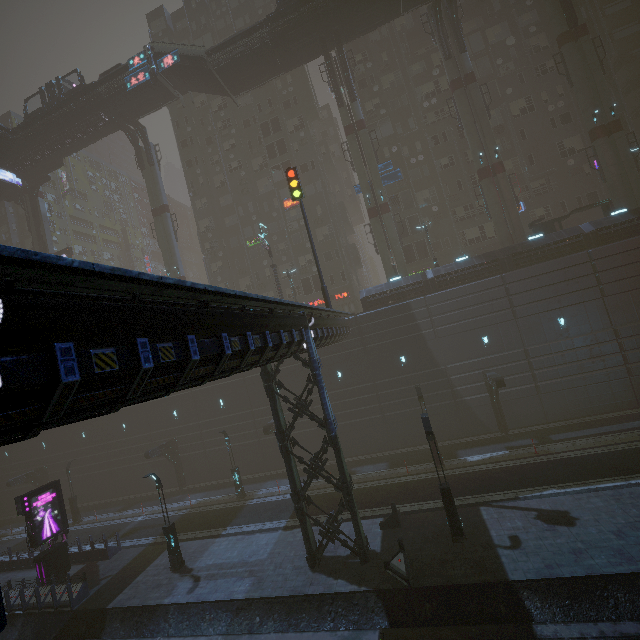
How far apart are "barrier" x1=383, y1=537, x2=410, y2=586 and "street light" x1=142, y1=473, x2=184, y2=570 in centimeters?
1187cm

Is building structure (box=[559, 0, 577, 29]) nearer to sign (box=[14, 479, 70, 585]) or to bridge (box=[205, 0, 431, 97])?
bridge (box=[205, 0, 431, 97])

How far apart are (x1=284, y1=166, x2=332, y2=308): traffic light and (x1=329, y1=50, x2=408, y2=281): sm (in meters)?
11.81

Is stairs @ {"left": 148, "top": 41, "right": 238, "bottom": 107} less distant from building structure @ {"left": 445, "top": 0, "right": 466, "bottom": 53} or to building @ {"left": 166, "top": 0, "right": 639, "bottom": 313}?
building @ {"left": 166, "top": 0, "right": 639, "bottom": 313}

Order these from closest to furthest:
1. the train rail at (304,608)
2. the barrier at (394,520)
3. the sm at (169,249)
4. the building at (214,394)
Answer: the building at (214,394)
the train rail at (304,608)
the barrier at (394,520)
the sm at (169,249)

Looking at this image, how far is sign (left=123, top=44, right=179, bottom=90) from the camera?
30.33m

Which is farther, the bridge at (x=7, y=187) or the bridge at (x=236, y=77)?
the bridge at (x=7, y=187)

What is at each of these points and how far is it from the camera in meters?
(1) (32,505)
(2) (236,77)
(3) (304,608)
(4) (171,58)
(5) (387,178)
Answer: (1) sign, 19.7
(2) bridge, 32.1
(3) train rail, 13.7
(4) sign, 30.4
(5) sign, 33.0
